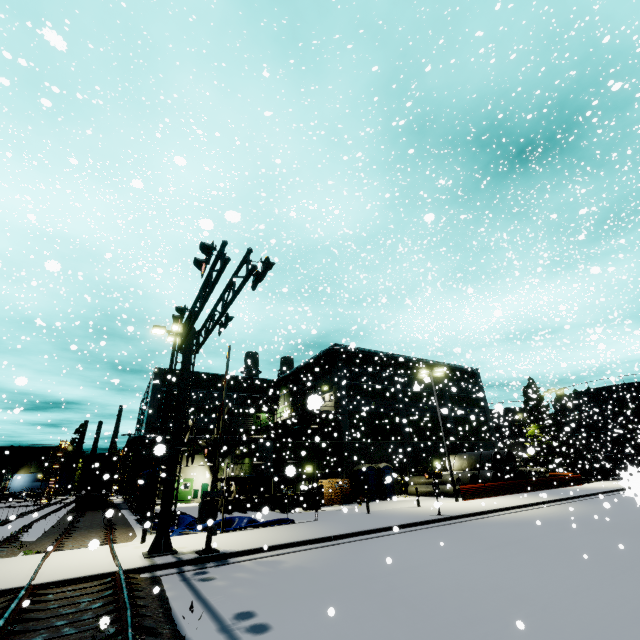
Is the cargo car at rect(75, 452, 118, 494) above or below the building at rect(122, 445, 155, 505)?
below

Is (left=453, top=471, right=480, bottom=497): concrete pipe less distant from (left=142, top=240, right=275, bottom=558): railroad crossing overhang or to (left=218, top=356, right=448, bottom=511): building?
(left=218, top=356, right=448, bottom=511): building

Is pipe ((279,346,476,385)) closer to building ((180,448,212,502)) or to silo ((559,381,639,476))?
building ((180,448,212,502))

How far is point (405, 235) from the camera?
23.00m

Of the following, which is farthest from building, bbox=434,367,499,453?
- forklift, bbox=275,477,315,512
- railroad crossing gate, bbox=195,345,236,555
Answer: railroad crossing gate, bbox=195,345,236,555

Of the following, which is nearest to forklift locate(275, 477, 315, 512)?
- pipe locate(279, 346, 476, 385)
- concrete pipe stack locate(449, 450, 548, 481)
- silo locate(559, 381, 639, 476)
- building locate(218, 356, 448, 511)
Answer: building locate(218, 356, 448, 511)

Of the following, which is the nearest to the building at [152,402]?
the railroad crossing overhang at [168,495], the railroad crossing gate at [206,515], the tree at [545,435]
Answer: the tree at [545,435]

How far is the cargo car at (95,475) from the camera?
31.9m
